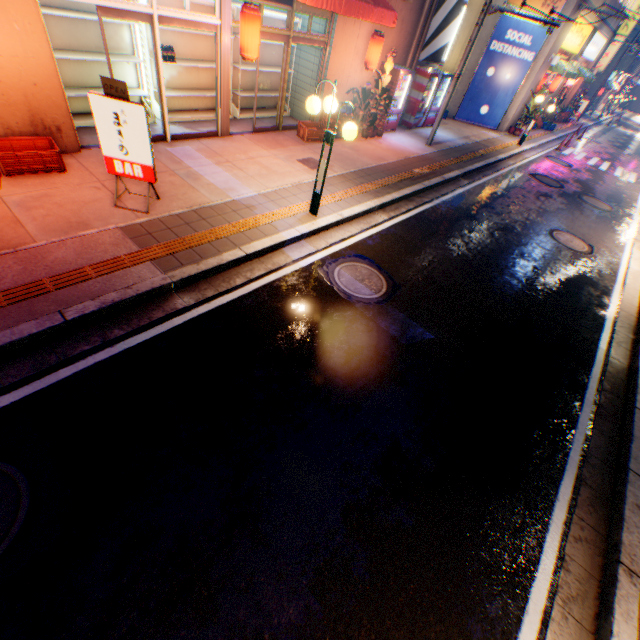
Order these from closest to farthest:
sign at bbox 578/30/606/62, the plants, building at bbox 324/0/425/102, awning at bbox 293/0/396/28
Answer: awning at bbox 293/0/396/28 < building at bbox 324/0/425/102 < the plants < sign at bbox 578/30/606/62

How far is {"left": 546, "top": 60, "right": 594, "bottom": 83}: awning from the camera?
17.4m

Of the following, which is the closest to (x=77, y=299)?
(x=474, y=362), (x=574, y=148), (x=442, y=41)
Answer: (x=474, y=362)

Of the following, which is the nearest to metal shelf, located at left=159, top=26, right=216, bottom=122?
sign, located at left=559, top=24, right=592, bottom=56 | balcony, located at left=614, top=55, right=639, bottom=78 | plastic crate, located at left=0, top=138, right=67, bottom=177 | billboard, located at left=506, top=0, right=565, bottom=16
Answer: plastic crate, located at left=0, top=138, right=67, bottom=177

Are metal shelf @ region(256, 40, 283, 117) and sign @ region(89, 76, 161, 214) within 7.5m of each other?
yes

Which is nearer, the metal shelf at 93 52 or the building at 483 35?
the metal shelf at 93 52

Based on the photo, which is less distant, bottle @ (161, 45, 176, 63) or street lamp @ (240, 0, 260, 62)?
street lamp @ (240, 0, 260, 62)
